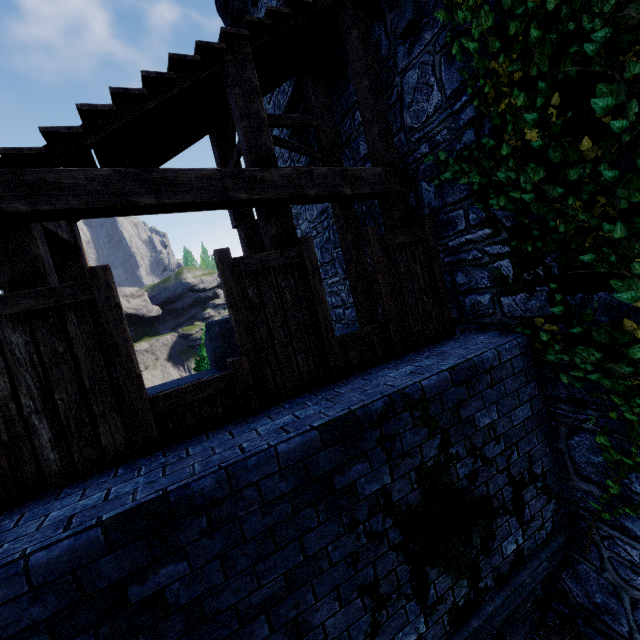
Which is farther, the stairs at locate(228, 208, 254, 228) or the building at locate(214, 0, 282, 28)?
the building at locate(214, 0, 282, 28)

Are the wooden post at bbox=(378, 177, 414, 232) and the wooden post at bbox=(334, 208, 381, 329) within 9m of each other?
yes

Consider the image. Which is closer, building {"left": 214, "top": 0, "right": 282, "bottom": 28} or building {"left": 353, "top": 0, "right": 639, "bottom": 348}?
building {"left": 353, "top": 0, "right": 639, "bottom": 348}

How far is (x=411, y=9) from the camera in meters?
4.1 m

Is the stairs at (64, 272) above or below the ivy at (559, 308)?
above

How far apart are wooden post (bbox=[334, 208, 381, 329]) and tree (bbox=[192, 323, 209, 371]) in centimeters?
1159cm

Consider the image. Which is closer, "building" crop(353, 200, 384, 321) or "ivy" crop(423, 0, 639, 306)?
"ivy" crop(423, 0, 639, 306)

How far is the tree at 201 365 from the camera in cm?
1599
